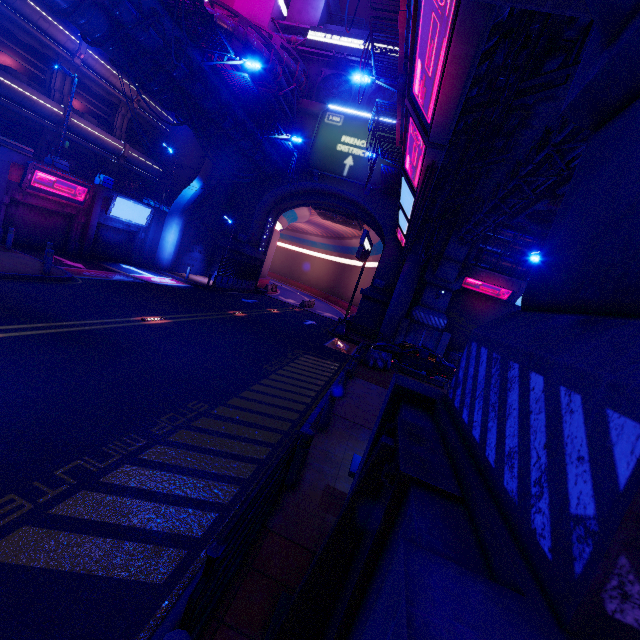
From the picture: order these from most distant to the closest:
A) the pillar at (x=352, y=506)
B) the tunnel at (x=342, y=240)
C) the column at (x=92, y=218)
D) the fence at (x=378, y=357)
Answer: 1. the tunnel at (x=342, y=240)
2. the column at (x=92, y=218)
3. the fence at (x=378, y=357)
4. the pillar at (x=352, y=506)

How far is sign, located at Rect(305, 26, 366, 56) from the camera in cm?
2931

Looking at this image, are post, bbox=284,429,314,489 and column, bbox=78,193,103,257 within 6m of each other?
no

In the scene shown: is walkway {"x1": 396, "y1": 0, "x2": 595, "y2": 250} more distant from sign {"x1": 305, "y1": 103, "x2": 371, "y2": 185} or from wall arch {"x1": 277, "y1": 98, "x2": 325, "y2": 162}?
sign {"x1": 305, "y1": 103, "x2": 371, "y2": 185}

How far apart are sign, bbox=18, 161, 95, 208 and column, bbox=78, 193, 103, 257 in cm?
43

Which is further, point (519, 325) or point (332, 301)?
point (332, 301)

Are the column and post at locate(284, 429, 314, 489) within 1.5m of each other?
no

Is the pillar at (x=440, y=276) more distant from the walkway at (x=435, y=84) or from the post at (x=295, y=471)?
the post at (x=295, y=471)
